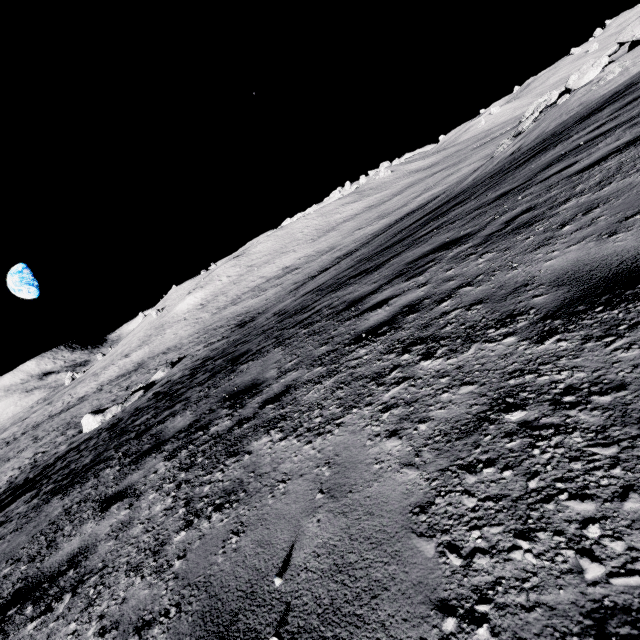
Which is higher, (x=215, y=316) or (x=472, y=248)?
(x=472, y=248)

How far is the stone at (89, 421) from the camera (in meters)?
22.45

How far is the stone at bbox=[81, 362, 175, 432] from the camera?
22.45m
